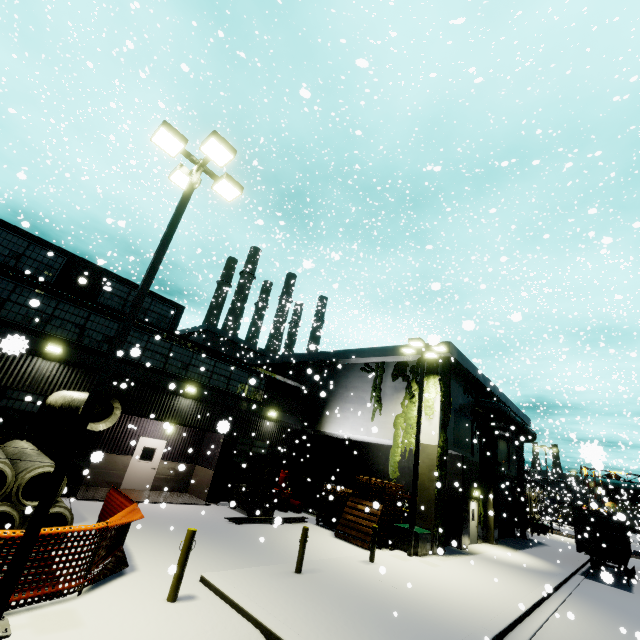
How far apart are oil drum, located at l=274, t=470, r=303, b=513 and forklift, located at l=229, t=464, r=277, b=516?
1.9m

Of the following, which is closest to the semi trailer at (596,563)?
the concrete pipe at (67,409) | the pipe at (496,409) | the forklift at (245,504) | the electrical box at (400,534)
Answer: the pipe at (496,409)

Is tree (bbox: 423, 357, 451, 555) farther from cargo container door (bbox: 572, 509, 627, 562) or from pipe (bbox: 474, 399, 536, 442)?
cargo container door (bbox: 572, 509, 627, 562)

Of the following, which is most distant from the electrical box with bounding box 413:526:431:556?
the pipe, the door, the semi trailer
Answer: the door

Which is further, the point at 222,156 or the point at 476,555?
the point at 476,555

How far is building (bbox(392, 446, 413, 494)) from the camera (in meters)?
21.45

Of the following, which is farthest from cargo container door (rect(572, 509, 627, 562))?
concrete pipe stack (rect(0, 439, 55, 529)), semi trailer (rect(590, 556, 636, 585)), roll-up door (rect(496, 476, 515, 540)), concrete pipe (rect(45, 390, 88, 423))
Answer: concrete pipe (rect(45, 390, 88, 423))

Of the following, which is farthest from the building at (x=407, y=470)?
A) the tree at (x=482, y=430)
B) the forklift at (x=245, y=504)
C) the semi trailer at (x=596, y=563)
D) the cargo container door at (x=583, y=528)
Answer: the cargo container door at (x=583, y=528)
